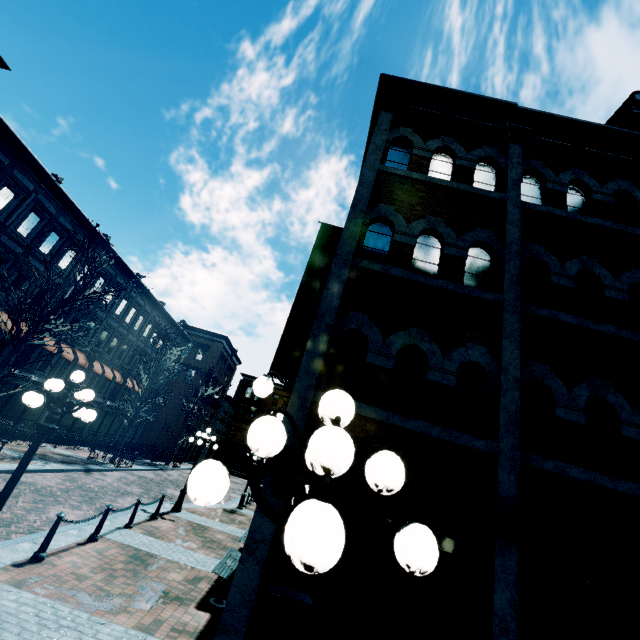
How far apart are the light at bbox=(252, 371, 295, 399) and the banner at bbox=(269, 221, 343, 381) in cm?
287

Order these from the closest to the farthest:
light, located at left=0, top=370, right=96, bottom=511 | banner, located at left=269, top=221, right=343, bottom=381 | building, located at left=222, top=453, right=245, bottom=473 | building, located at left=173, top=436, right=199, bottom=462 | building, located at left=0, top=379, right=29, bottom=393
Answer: light, located at left=0, top=370, right=96, bottom=511 < banner, located at left=269, top=221, right=343, bottom=381 < building, located at left=0, top=379, right=29, bottom=393 < building, located at left=173, top=436, right=199, bottom=462 < building, located at left=222, top=453, right=245, bottom=473

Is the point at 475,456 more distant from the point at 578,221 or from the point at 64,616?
the point at 64,616

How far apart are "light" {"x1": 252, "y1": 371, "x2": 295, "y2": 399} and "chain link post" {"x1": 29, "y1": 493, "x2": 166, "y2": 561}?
6.9m

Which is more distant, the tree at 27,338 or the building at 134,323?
the building at 134,323

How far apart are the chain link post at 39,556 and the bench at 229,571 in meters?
3.5

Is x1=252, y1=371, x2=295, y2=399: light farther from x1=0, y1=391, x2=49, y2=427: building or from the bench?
the bench

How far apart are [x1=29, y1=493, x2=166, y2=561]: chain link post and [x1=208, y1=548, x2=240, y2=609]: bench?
3.5m
